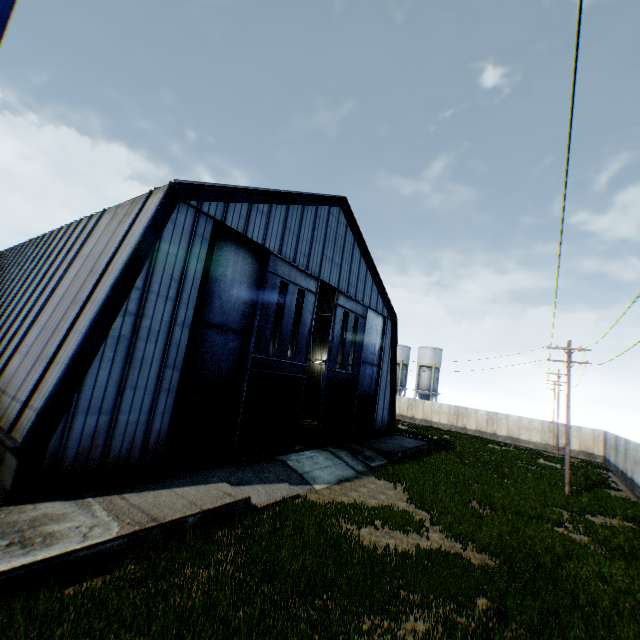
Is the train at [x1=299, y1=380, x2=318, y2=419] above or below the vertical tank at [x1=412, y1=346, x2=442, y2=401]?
below

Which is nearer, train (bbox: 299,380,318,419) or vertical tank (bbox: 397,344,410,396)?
train (bbox: 299,380,318,419)

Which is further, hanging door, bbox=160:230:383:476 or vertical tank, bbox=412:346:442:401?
vertical tank, bbox=412:346:442:401

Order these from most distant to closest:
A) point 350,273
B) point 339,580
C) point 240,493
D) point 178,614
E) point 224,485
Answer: point 350,273 → point 224,485 → point 240,493 → point 339,580 → point 178,614

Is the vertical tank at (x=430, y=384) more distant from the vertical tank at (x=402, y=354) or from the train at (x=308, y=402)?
the train at (x=308, y=402)

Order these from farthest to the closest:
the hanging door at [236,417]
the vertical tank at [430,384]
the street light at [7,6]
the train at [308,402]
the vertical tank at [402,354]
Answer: the vertical tank at [402,354]
the vertical tank at [430,384]
the train at [308,402]
the hanging door at [236,417]
the street light at [7,6]

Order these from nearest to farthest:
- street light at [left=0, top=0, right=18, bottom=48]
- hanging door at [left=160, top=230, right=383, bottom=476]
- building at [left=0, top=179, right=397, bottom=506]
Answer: street light at [left=0, top=0, right=18, bottom=48] < building at [left=0, top=179, right=397, bottom=506] < hanging door at [left=160, top=230, right=383, bottom=476]

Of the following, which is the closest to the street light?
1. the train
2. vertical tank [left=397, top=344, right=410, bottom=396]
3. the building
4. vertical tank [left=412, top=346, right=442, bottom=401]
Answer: the building
